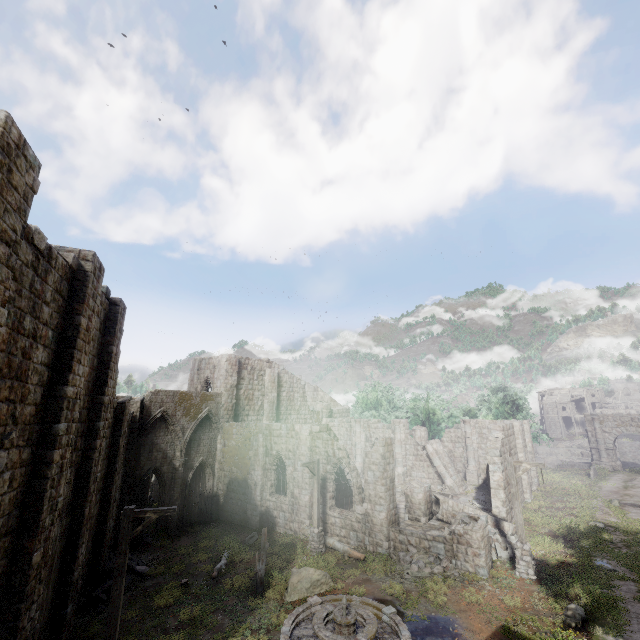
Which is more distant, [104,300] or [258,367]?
[258,367]

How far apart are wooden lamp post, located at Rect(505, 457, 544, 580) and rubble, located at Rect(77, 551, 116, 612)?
17.4m

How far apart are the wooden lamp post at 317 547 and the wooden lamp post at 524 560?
8.37m

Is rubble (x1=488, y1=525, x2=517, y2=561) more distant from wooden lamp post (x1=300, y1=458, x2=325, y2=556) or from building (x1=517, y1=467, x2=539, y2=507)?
wooden lamp post (x1=300, y1=458, x2=325, y2=556)

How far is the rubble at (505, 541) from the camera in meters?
15.7 m

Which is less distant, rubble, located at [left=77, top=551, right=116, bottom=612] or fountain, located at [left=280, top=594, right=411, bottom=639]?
fountain, located at [left=280, top=594, right=411, bottom=639]

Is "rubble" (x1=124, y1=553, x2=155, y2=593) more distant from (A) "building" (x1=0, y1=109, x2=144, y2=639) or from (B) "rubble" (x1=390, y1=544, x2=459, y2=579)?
(B) "rubble" (x1=390, y1=544, x2=459, y2=579)

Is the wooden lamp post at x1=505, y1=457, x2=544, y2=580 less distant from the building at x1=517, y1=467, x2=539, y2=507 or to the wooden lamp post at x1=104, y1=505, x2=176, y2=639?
the building at x1=517, y1=467, x2=539, y2=507
